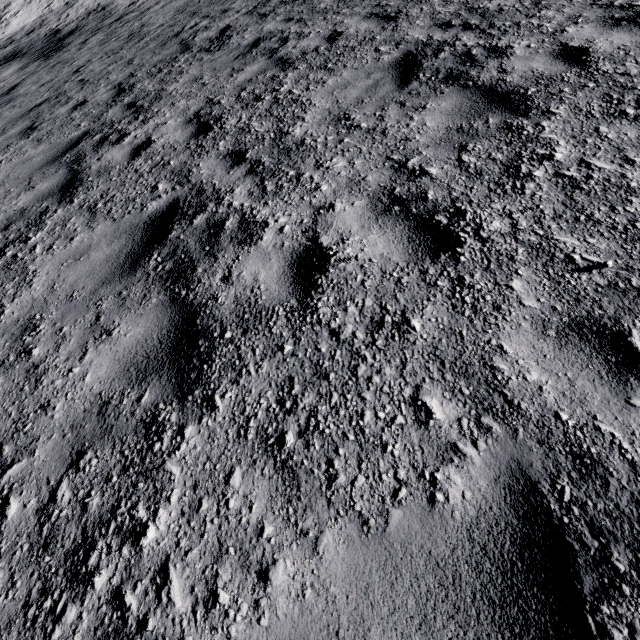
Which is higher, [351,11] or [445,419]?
[445,419]
